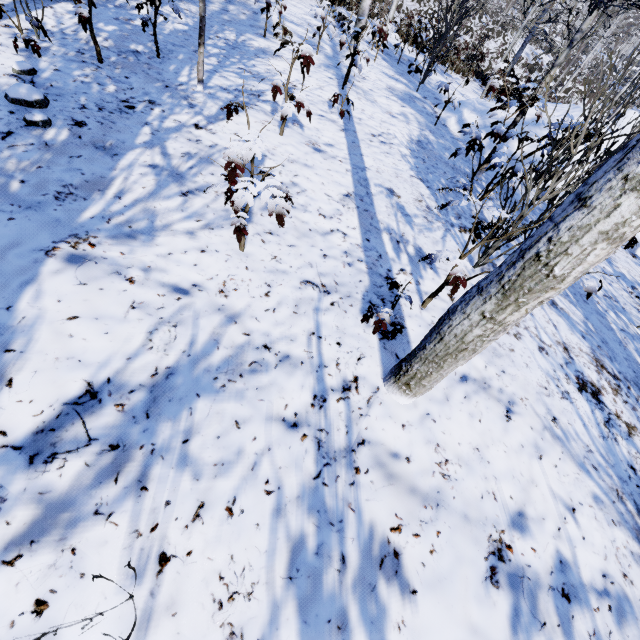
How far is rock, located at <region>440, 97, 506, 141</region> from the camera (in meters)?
6.83

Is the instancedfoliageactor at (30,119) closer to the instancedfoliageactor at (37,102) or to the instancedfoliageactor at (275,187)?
the instancedfoliageactor at (37,102)

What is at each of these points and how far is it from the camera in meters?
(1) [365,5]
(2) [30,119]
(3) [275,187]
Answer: (1) instancedfoliageactor, 7.6 m
(2) instancedfoliageactor, 2.4 m
(3) instancedfoliageactor, 1.8 m

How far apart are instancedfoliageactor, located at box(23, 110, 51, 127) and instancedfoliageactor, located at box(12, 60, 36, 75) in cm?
65

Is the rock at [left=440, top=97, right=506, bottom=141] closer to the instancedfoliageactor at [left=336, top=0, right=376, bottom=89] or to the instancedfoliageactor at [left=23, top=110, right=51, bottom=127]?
the instancedfoliageactor at [left=336, top=0, right=376, bottom=89]

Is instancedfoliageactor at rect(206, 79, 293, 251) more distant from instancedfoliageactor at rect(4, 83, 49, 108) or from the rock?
the rock

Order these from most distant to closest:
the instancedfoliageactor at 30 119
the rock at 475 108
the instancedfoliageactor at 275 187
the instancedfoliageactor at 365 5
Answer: the rock at 475 108 < the instancedfoliageactor at 365 5 < the instancedfoliageactor at 30 119 < the instancedfoliageactor at 275 187
